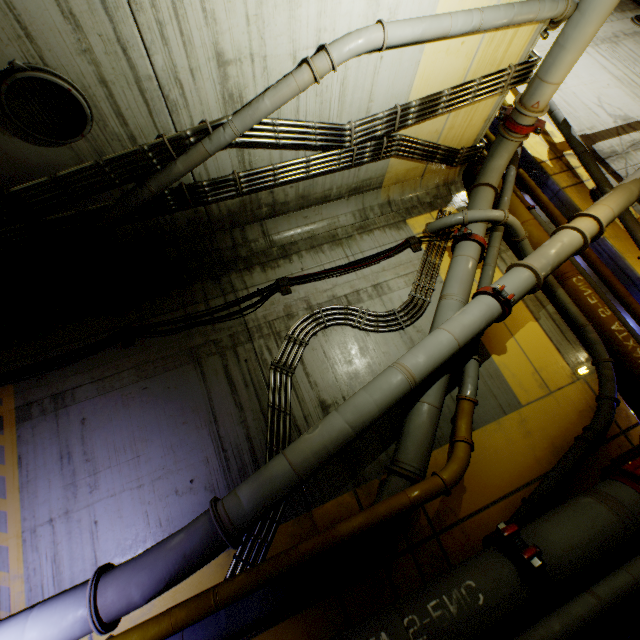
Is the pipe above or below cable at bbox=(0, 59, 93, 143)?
below

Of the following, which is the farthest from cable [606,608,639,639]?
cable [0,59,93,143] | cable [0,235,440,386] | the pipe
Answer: cable [0,59,93,143]

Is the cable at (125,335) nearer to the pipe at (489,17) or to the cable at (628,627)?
the pipe at (489,17)

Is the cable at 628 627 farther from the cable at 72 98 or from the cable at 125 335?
the cable at 72 98

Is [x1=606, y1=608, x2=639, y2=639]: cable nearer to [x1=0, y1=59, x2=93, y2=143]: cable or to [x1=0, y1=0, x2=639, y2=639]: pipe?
[x1=0, y1=0, x2=639, y2=639]: pipe

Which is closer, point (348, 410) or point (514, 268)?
point (348, 410)

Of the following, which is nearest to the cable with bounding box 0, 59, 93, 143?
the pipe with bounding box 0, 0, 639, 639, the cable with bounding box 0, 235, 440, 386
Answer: the pipe with bounding box 0, 0, 639, 639
